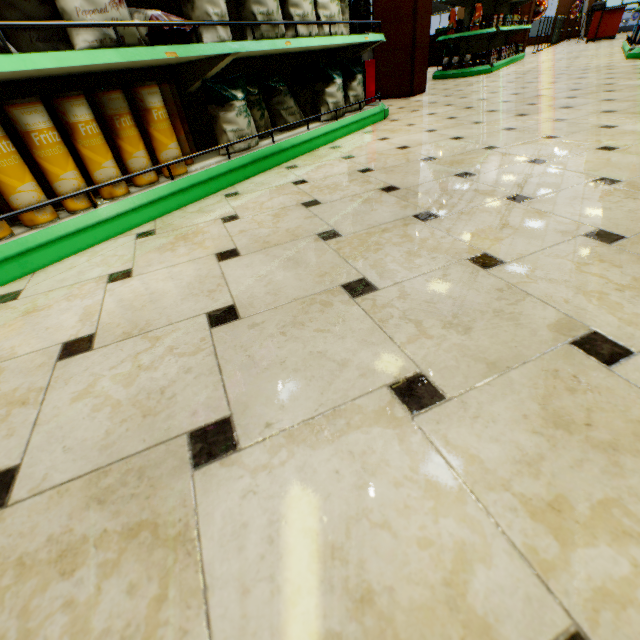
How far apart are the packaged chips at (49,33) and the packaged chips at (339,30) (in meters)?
1.02

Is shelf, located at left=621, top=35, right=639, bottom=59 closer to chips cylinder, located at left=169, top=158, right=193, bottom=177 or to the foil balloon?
the foil balloon

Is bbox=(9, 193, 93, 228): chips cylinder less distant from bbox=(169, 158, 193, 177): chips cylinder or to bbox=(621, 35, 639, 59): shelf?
bbox=(169, 158, 193, 177): chips cylinder

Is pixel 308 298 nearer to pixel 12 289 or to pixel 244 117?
pixel 12 289

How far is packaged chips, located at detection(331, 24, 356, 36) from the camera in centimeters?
275cm

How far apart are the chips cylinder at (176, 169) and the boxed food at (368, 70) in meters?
2.8

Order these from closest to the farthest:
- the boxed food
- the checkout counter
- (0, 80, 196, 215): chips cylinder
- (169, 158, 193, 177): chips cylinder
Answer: (0, 80, 196, 215): chips cylinder → (169, 158, 193, 177): chips cylinder → the boxed food → the checkout counter

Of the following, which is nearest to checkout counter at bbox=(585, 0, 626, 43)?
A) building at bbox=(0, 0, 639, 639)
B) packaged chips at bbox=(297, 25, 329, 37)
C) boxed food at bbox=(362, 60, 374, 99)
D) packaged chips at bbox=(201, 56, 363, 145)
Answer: building at bbox=(0, 0, 639, 639)
